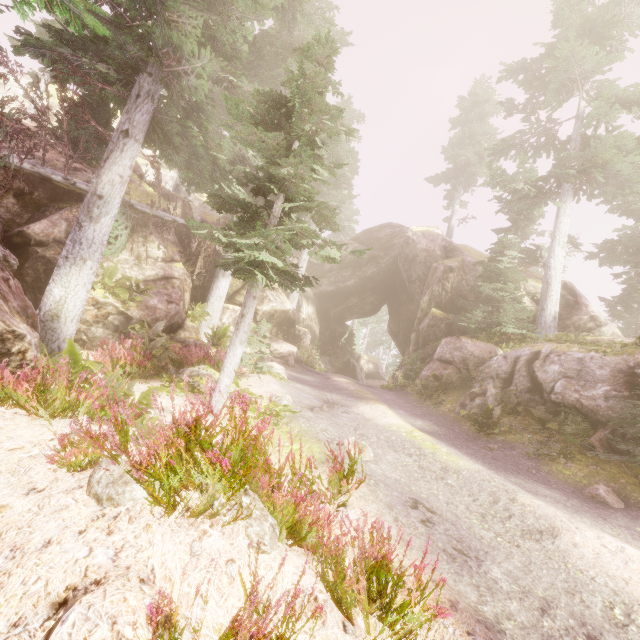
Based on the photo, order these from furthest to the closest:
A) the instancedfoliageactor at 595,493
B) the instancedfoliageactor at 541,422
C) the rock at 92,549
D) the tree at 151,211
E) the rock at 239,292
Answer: the rock at 239,292 < the tree at 151,211 < the instancedfoliageactor at 541,422 < the instancedfoliageactor at 595,493 < the rock at 92,549

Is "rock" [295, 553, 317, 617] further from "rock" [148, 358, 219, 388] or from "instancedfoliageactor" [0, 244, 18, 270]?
"rock" [148, 358, 219, 388]

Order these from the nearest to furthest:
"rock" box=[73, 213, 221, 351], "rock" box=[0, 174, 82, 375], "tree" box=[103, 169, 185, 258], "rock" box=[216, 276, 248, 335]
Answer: "rock" box=[0, 174, 82, 375] → "rock" box=[73, 213, 221, 351] → "tree" box=[103, 169, 185, 258] → "rock" box=[216, 276, 248, 335]

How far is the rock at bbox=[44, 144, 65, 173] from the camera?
12.3m

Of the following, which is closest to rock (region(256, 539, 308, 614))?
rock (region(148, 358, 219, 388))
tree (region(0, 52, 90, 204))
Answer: tree (region(0, 52, 90, 204))

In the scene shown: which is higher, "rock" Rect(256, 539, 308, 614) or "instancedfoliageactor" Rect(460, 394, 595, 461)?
"instancedfoliageactor" Rect(460, 394, 595, 461)

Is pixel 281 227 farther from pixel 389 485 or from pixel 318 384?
pixel 318 384

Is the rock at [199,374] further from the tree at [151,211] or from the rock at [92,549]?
the tree at [151,211]
